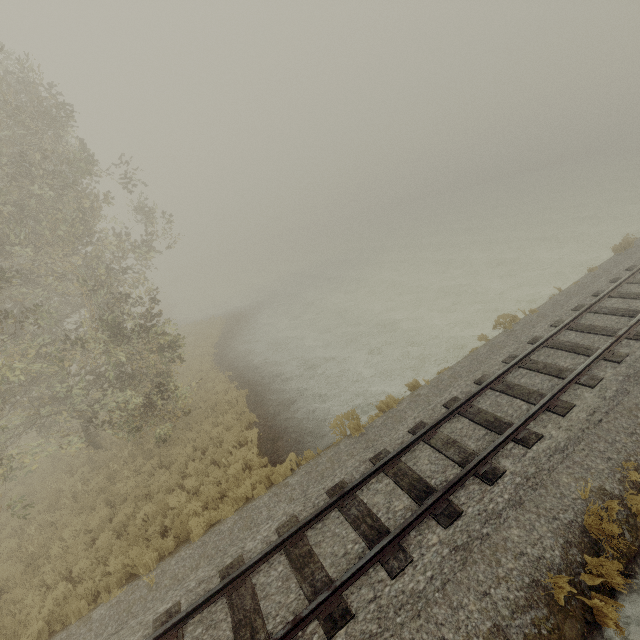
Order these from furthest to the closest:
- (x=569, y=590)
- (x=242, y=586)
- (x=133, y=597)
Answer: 1. (x=133, y=597)
2. (x=242, y=586)
3. (x=569, y=590)
